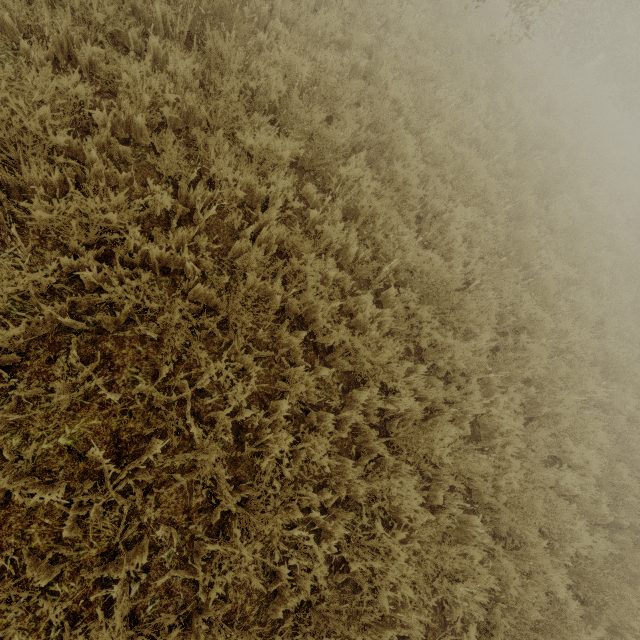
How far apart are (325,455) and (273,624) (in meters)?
1.40
